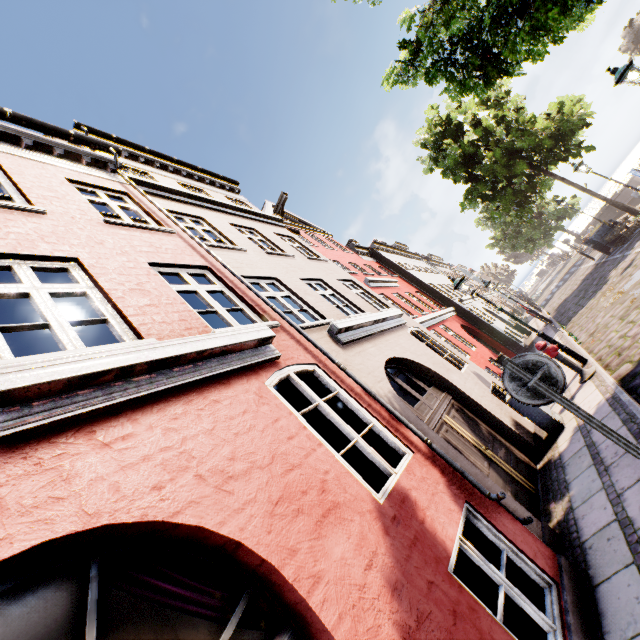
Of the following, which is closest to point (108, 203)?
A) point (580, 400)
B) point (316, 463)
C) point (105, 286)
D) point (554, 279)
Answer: point (105, 286)

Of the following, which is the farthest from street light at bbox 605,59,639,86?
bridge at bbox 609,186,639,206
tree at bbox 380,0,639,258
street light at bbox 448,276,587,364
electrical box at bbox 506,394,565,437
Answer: bridge at bbox 609,186,639,206

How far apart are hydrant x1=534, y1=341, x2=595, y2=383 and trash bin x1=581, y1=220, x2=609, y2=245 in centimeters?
1408cm

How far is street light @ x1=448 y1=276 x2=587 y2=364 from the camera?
8.12m

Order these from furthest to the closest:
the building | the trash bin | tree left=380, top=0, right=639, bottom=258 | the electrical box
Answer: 1. the trash bin
2. the electrical box
3. tree left=380, top=0, right=639, bottom=258
4. the building

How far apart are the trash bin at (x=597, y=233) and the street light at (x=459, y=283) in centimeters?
1323cm

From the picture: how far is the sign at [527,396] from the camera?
3.1 meters

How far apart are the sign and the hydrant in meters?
5.4
